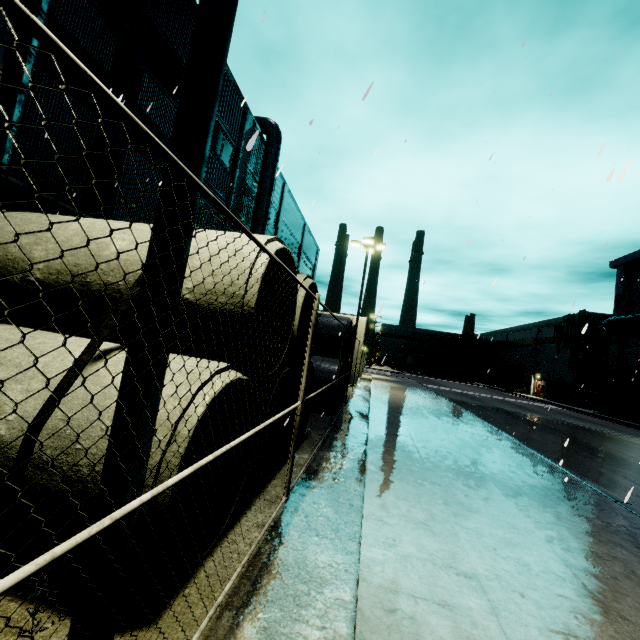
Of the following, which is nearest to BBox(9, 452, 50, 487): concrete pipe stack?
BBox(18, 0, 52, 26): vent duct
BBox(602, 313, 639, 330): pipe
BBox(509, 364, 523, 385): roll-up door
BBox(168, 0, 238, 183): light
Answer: BBox(168, 0, 238, 183): light

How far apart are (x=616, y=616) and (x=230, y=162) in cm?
2034

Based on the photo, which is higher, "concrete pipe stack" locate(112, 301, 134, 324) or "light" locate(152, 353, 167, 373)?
"concrete pipe stack" locate(112, 301, 134, 324)

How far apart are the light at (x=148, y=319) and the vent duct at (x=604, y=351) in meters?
43.9

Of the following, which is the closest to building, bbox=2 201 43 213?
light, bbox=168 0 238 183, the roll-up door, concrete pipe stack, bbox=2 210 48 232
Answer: the roll-up door

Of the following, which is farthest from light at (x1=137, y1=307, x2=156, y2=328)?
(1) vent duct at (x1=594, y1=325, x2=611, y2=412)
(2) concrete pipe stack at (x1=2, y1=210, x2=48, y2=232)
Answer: (1) vent duct at (x1=594, y1=325, x2=611, y2=412)

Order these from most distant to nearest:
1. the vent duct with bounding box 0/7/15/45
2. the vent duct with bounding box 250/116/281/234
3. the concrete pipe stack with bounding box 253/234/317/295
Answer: the vent duct with bounding box 250/116/281/234
the vent duct with bounding box 0/7/15/45
the concrete pipe stack with bounding box 253/234/317/295
